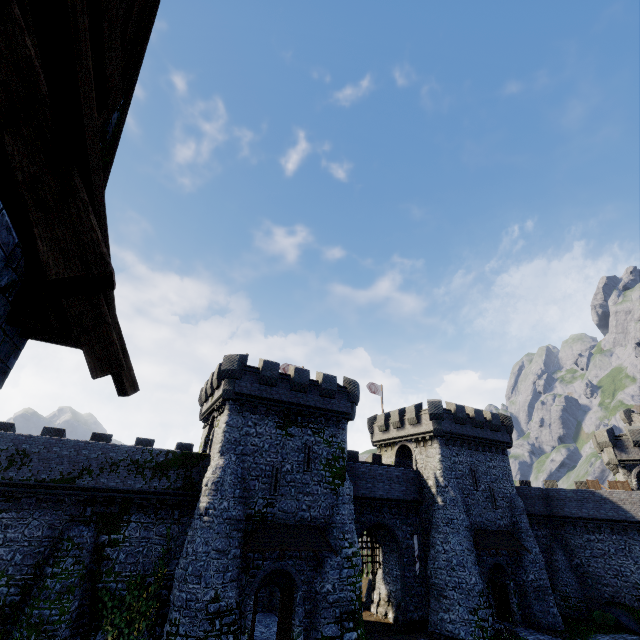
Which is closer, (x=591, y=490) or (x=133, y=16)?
(x=133, y=16)

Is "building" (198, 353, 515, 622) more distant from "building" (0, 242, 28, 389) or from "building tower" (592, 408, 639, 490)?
"building" (0, 242, 28, 389)

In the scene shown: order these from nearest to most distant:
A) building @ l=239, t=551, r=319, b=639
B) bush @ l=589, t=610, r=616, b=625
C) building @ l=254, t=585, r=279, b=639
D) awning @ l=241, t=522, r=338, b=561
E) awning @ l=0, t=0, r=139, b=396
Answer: awning @ l=0, t=0, r=139, b=396, building @ l=239, t=551, r=319, b=639, awning @ l=241, t=522, r=338, b=561, building @ l=254, t=585, r=279, b=639, bush @ l=589, t=610, r=616, b=625

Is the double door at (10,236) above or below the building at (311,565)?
above

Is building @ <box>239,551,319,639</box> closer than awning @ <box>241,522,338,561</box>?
Yes

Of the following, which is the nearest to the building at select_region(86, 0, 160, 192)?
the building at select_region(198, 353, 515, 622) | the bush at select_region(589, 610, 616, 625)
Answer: the building at select_region(198, 353, 515, 622)

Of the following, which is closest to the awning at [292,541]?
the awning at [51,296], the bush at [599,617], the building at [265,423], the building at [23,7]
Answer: the building at [265,423]
